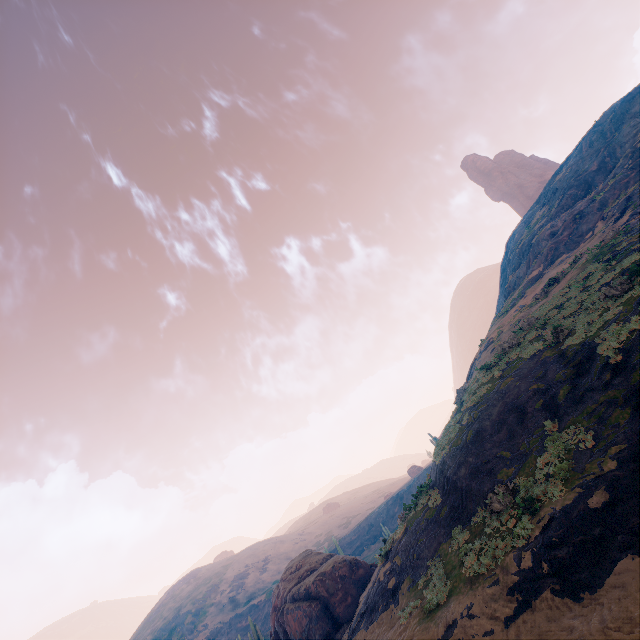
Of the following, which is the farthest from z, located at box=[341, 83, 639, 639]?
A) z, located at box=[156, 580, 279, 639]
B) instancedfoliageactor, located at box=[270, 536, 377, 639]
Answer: z, located at box=[156, 580, 279, 639]

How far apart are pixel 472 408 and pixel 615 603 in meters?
10.0

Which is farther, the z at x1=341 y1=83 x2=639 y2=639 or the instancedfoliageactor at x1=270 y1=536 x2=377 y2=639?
the instancedfoliageactor at x1=270 y1=536 x2=377 y2=639

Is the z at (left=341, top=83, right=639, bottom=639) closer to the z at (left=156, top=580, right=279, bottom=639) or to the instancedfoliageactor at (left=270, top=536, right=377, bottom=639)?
the instancedfoliageactor at (left=270, top=536, right=377, bottom=639)

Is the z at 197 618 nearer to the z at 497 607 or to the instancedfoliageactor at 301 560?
the z at 497 607

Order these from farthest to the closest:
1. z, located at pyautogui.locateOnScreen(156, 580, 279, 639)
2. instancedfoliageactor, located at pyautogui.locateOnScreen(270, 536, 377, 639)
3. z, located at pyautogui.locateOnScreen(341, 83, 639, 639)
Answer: z, located at pyautogui.locateOnScreen(156, 580, 279, 639)
instancedfoliageactor, located at pyautogui.locateOnScreen(270, 536, 377, 639)
z, located at pyautogui.locateOnScreen(341, 83, 639, 639)
